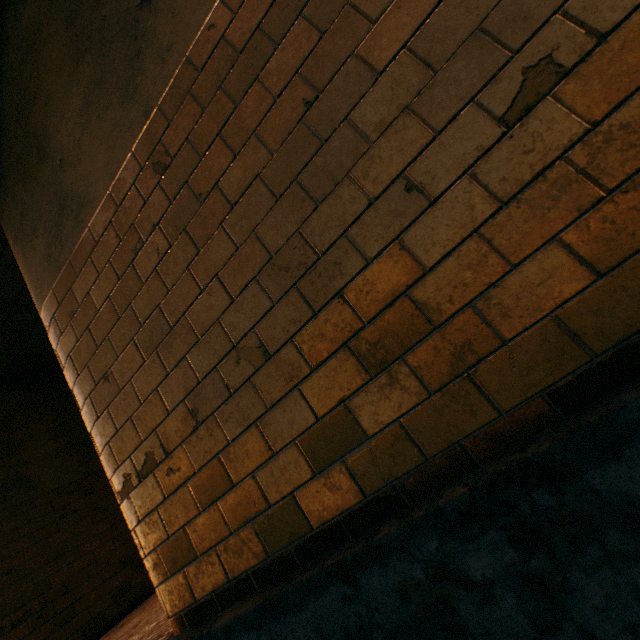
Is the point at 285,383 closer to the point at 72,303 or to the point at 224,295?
the point at 224,295
